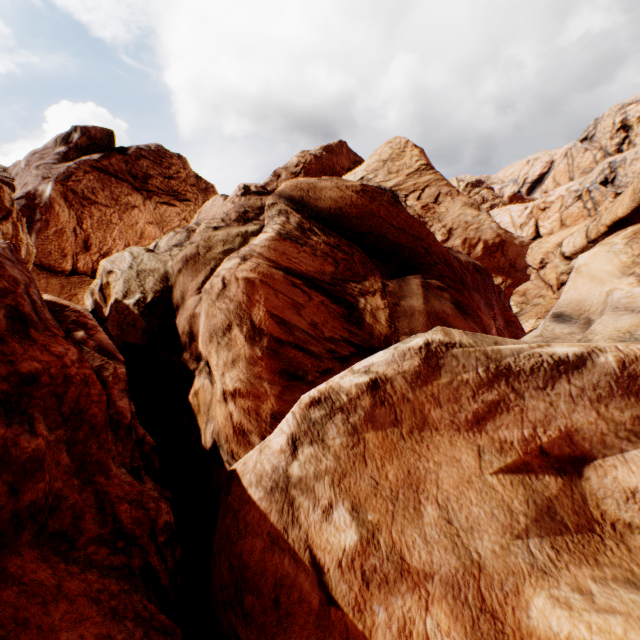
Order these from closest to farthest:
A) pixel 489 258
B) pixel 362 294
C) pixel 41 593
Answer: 1. pixel 41 593
2. pixel 362 294
3. pixel 489 258
